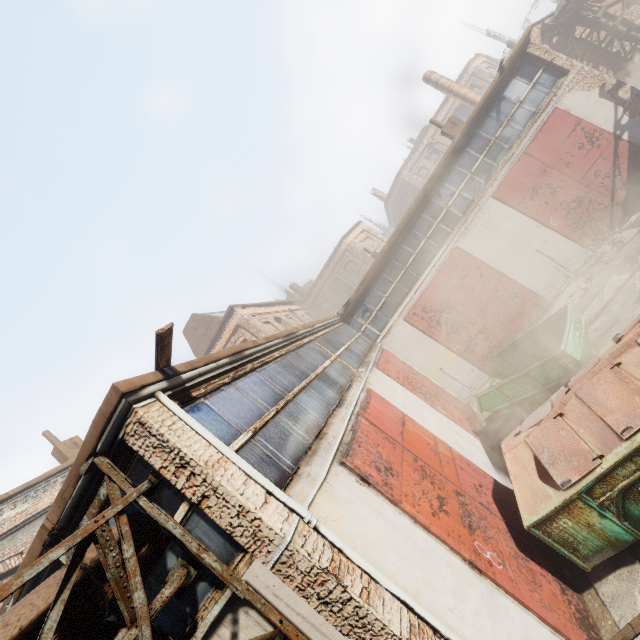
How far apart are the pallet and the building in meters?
28.5

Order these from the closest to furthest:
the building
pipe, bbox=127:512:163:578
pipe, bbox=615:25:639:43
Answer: pipe, bbox=127:512:163:578, pipe, bbox=615:25:639:43, the building

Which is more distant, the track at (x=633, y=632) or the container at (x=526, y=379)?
the container at (x=526, y=379)

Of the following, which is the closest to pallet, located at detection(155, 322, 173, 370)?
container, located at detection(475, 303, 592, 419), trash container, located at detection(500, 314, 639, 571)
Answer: trash container, located at detection(500, 314, 639, 571)

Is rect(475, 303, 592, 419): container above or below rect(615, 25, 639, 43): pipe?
below

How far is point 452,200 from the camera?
13.3m

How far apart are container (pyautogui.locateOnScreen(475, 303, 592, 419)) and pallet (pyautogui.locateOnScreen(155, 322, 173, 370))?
7.7m

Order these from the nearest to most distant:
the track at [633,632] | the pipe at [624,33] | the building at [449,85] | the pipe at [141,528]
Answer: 1. the pipe at [141,528]
2. the track at [633,632]
3. the pipe at [624,33]
4. the building at [449,85]
